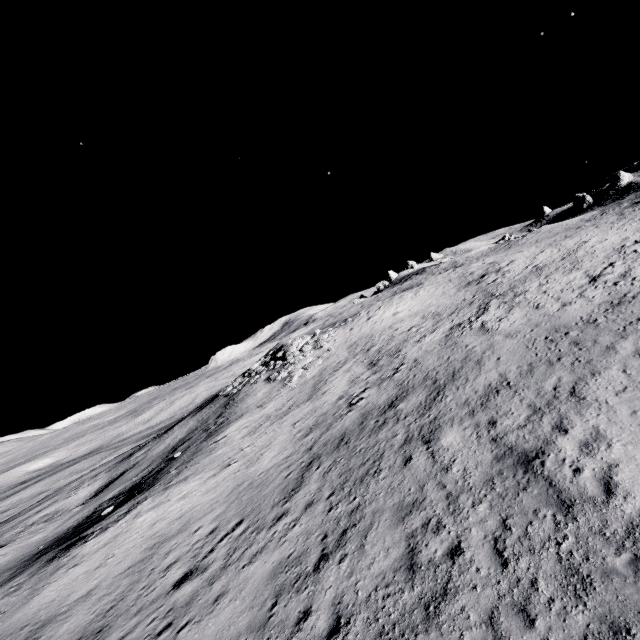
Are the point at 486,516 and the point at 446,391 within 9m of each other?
yes

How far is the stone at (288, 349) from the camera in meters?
28.7

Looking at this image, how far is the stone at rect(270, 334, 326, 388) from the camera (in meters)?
28.72
